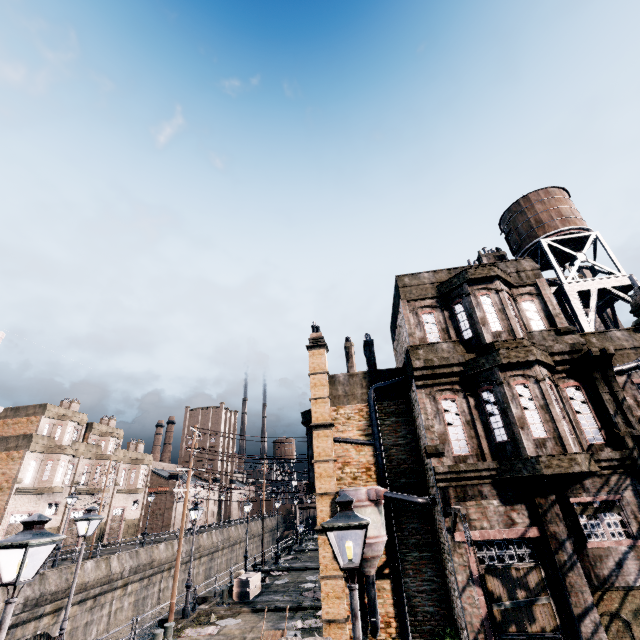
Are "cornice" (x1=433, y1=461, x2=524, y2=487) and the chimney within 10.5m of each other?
yes

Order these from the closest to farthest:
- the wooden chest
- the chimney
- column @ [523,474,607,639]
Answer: column @ [523,474,607,639] < the chimney < the wooden chest

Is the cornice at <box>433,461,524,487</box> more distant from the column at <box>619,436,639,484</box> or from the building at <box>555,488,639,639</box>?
the column at <box>619,436,639,484</box>

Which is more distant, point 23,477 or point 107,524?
point 107,524

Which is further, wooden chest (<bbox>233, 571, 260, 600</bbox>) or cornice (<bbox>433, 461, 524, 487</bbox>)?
wooden chest (<bbox>233, 571, 260, 600</bbox>)

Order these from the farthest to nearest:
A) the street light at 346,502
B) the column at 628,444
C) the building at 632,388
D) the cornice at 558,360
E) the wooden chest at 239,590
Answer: the wooden chest at 239,590 < the cornice at 558,360 < the building at 632,388 < the column at 628,444 < the street light at 346,502

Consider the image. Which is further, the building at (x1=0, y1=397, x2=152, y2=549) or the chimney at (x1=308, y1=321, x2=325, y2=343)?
the building at (x1=0, y1=397, x2=152, y2=549)

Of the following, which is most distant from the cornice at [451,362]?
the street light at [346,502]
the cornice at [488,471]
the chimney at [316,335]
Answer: the street light at [346,502]
